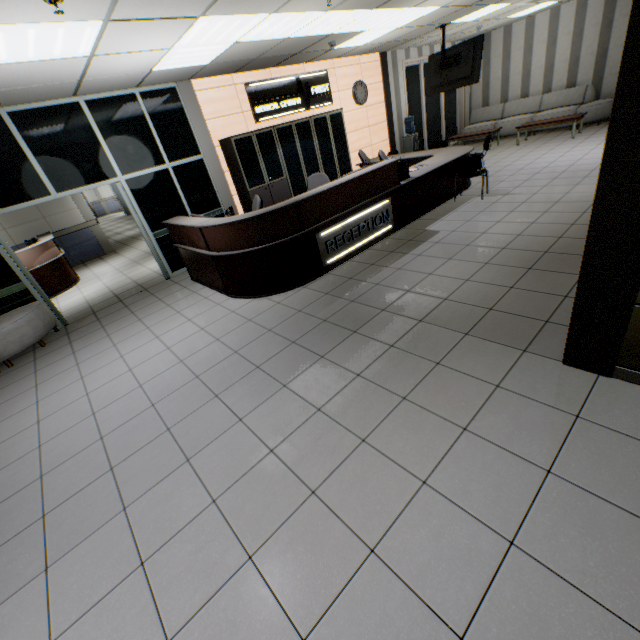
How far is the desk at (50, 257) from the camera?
7.39m

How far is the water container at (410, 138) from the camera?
10.00m

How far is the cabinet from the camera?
6.8 meters

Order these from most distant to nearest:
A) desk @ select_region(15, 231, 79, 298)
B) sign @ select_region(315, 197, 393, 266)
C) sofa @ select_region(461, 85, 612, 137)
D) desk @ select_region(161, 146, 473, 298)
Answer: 1. sofa @ select_region(461, 85, 612, 137)
2. desk @ select_region(15, 231, 79, 298)
3. sign @ select_region(315, 197, 393, 266)
4. desk @ select_region(161, 146, 473, 298)

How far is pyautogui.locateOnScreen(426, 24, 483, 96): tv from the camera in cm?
711

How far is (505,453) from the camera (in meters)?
2.01

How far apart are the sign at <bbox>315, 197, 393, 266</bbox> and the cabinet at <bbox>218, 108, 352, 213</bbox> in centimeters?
291cm

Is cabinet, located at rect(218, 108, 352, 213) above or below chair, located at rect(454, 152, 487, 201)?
above
